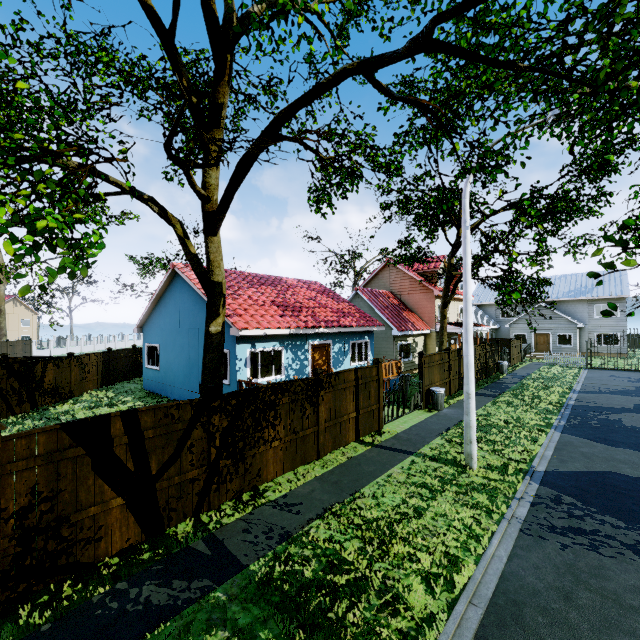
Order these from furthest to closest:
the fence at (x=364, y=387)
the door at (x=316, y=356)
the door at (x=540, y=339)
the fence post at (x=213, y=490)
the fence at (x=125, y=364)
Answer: the door at (x=540, y=339)
the fence at (x=125, y=364)
the door at (x=316, y=356)
the fence at (x=364, y=387)
the fence post at (x=213, y=490)

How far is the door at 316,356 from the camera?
16.0m

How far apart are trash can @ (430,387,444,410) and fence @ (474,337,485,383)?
5.9 meters

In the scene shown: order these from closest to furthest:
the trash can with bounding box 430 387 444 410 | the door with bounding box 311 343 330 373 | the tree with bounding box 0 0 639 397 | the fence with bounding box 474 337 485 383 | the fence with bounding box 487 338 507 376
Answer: the tree with bounding box 0 0 639 397, the trash can with bounding box 430 387 444 410, the door with bounding box 311 343 330 373, the fence with bounding box 474 337 485 383, the fence with bounding box 487 338 507 376

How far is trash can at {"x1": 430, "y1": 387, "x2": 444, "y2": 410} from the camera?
14.4m

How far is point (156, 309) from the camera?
18.0 meters

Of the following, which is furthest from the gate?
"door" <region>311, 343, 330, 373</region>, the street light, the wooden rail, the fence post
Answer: the fence post

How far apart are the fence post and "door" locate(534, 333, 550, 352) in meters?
38.4 m
